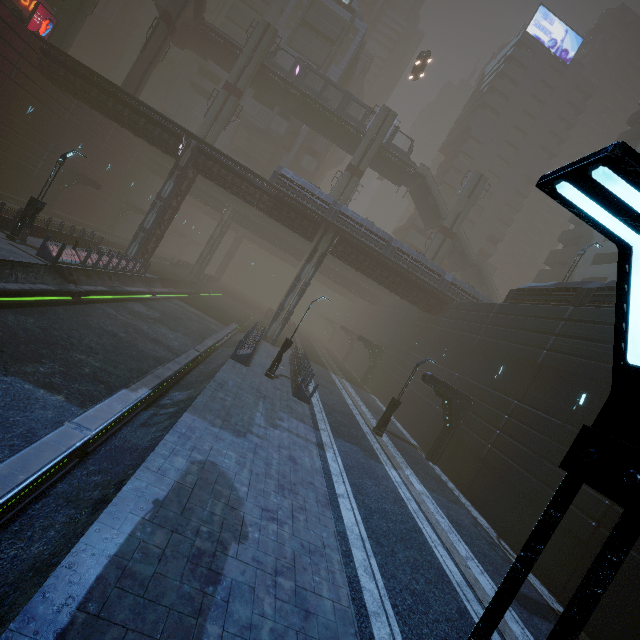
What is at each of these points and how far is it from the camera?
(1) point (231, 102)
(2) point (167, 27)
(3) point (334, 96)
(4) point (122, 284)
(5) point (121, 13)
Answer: (1) sm, 36.3m
(2) sm, 30.9m
(3) building, 53.8m
(4) train rail, 23.2m
(5) building, 55.2m

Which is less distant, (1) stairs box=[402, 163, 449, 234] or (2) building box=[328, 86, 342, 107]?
(1) stairs box=[402, 163, 449, 234]

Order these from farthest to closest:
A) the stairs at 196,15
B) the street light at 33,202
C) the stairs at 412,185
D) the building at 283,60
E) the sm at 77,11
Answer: the building at 283,60 → the stairs at 412,185 → the stairs at 196,15 → the sm at 77,11 → the street light at 33,202

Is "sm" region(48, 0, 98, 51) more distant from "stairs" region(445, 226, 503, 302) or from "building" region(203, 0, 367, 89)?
"stairs" region(445, 226, 503, 302)

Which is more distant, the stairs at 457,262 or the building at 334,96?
the building at 334,96

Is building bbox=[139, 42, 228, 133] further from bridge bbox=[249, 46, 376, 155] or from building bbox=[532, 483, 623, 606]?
bridge bbox=[249, 46, 376, 155]

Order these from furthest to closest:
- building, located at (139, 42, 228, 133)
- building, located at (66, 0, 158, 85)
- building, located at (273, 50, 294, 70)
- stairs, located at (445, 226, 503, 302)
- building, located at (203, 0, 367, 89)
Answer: building, located at (66, 0, 158, 85) → building, located at (139, 42, 228, 133) → building, located at (203, 0, 367, 89) → building, located at (273, 50, 294, 70) → stairs, located at (445, 226, 503, 302)

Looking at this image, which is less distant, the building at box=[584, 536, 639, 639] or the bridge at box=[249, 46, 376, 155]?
the building at box=[584, 536, 639, 639]
